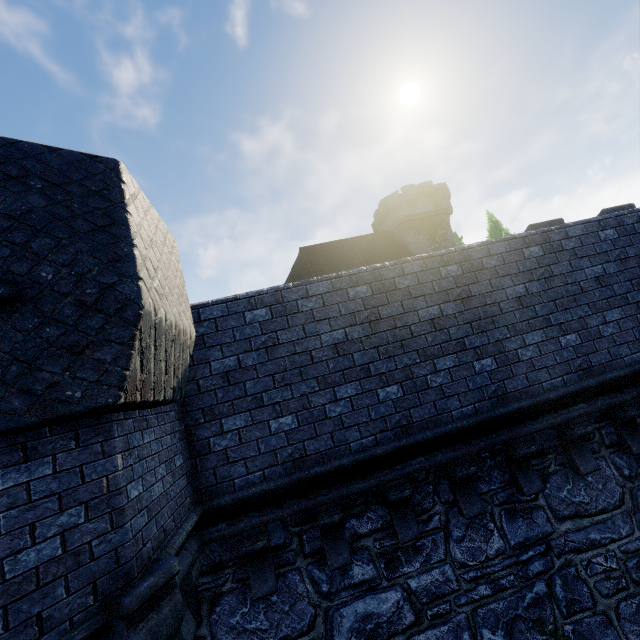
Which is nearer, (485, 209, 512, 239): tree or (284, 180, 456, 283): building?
(485, 209, 512, 239): tree

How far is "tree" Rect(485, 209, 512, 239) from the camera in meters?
31.8 m

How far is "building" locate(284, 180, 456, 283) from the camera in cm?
3594

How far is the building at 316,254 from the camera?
35.94m

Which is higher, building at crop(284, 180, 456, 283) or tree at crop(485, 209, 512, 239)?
building at crop(284, 180, 456, 283)

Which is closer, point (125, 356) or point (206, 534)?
point (125, 356)

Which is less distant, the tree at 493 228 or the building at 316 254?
the tree at 493 228
